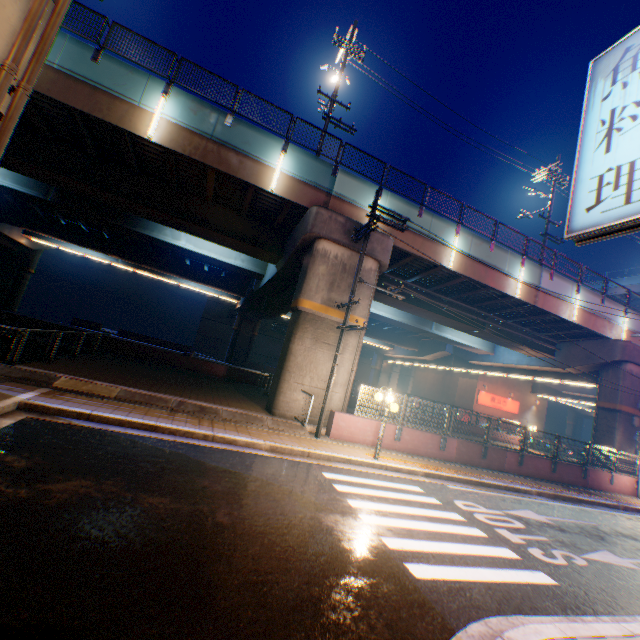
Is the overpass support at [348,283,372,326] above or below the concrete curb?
above

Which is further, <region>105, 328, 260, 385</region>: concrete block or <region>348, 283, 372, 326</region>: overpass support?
<region>105, 328, 260, 385</region>: concrete block

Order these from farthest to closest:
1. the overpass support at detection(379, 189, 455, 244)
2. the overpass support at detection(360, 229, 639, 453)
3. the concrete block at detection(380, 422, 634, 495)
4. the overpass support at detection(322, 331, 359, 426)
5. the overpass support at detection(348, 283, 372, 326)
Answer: the overpass support at detection(360, 229, 639, 453) < the overpass support at detection(379, 189, 455, 244) < the overpass support at detection(348, 283, 372, 326) < the overpass support at detection(322, 331, 359, 426) < the concrete block at detection(380, 422, 634, 495)

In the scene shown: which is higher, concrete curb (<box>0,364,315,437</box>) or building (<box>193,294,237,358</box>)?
building (<box>193,294,237,358</box>)

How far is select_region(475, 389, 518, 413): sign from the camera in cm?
3834

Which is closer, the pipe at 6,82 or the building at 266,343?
the pipe at 6,82

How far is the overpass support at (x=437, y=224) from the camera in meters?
16.1

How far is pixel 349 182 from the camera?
15.4 meters
